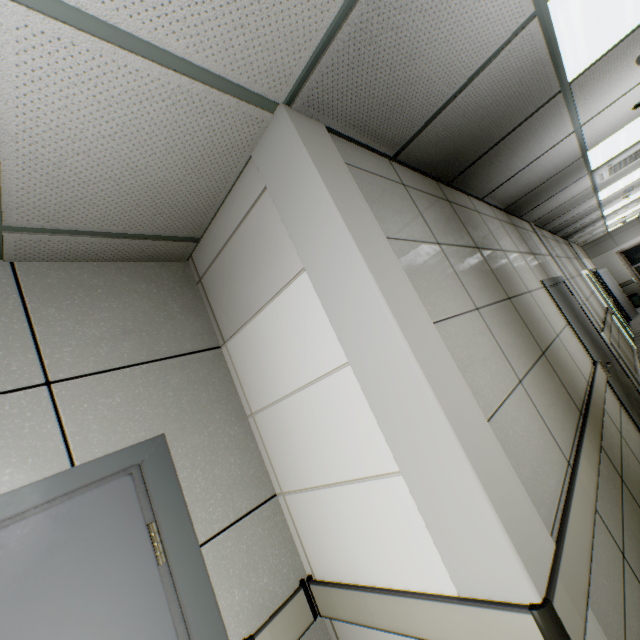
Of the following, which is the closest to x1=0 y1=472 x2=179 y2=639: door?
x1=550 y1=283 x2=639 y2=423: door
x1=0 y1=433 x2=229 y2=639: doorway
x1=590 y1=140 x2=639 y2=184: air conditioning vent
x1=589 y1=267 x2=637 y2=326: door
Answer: x1=0 y1=433 x2=229 y2=639: doorway

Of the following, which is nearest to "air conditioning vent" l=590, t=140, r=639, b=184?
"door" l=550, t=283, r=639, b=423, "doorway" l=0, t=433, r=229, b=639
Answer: "door" l=550, t=283, r=639, b=423

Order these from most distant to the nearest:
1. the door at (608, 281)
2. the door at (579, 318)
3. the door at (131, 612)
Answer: the door at (608, 281) → the door at (579, 318) → the door at (131, 612)

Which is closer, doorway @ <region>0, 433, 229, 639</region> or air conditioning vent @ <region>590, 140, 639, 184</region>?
doorway @ <region>0, 433, 229, 639</region>

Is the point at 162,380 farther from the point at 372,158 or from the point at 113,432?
the point at 372,158

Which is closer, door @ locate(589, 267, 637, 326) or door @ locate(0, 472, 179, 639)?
door @ locate(0, 472, 179, 639)

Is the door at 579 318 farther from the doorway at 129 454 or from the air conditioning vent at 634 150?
the doorway at 129 454

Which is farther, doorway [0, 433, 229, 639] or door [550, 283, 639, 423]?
door [550, 283, 639, 423]
